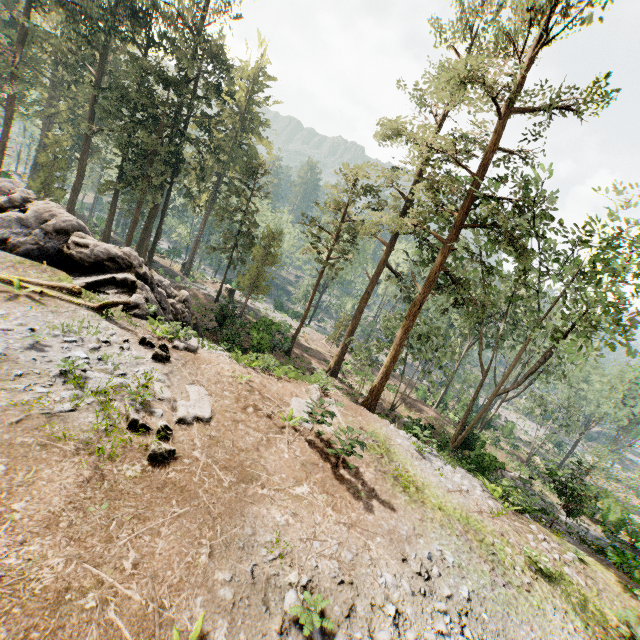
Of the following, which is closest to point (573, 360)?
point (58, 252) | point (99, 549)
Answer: point (99, 549)

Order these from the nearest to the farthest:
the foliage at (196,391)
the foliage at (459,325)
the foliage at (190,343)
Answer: the foliage at (196,391)
the foliage at (190,343)
the foliage at (459,325)

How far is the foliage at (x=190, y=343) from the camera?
13.31m

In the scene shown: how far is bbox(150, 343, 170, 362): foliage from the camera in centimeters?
1156cm

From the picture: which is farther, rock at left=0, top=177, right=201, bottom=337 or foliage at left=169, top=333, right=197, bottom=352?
rock at left=0, top=177, right=201, bottom=337
